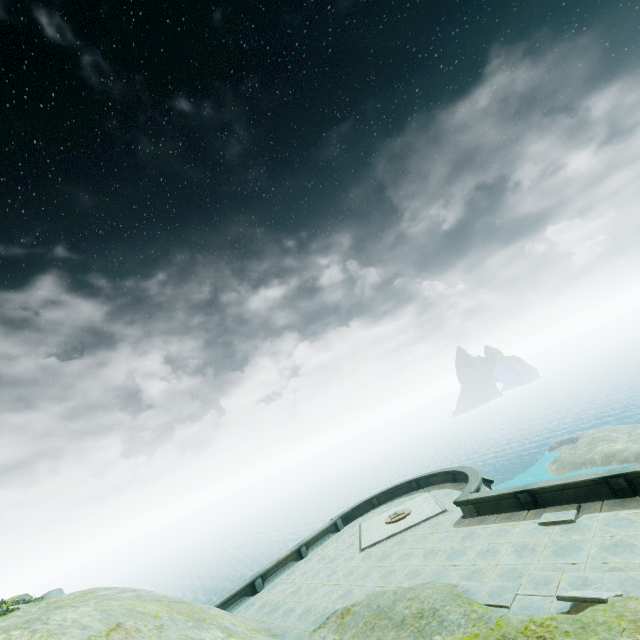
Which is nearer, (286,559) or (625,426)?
(286,559)
